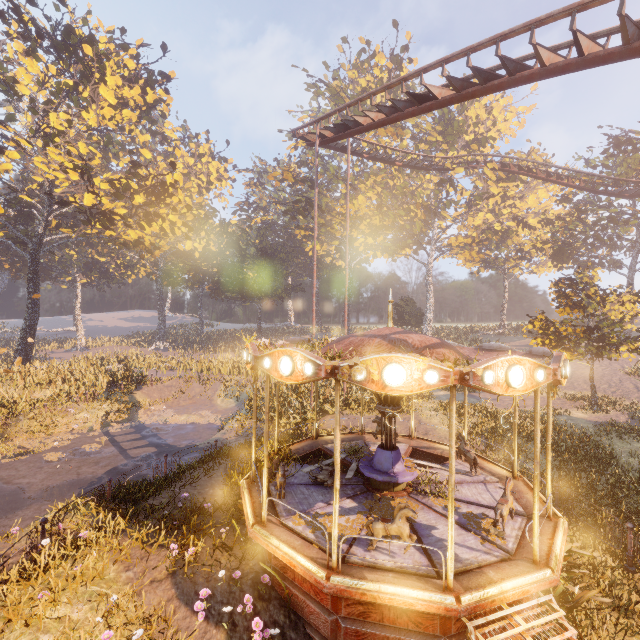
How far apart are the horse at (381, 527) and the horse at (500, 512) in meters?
1.9

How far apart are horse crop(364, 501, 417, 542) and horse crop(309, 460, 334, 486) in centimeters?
212cm

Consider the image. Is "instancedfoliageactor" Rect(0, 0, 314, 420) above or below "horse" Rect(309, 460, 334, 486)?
above

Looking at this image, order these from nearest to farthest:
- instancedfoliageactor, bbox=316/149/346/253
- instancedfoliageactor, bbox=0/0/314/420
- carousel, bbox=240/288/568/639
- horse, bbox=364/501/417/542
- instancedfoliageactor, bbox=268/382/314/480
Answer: carousel, bbox=240/288/568/639, horse, bbox=364/501/417/542, instancedfoliageactor, bbox=268/382/314/480, instancedfoliageactor, bbox=0/0/314/420, instancedfoliageactor, bbox=316/149/346/253

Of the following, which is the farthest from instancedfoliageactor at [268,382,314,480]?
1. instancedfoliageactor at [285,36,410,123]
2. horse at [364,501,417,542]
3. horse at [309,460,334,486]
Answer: horse at [364,501,417,542]

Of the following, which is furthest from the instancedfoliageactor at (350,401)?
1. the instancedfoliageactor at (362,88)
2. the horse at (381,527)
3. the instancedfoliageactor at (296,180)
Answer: the instancedfoliageactor at (296,180)

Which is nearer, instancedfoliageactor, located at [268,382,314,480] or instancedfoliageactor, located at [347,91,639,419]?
instancedfoliageactor, located at [268,382,314,480]

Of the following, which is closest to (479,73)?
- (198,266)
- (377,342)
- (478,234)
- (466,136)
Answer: (377,342)
